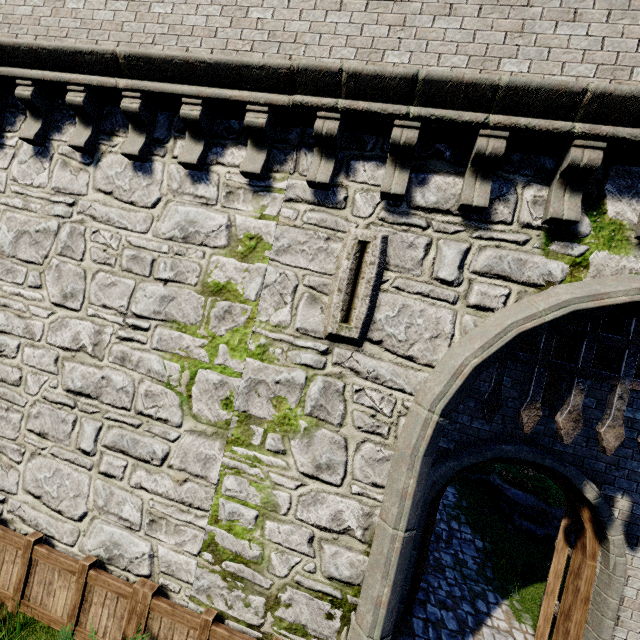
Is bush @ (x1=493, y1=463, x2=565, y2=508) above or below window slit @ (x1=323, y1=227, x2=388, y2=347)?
below

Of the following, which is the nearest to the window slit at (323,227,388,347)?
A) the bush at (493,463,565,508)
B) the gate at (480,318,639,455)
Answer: the gate at (480,318,639,455)

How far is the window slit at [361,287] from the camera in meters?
4.2 m

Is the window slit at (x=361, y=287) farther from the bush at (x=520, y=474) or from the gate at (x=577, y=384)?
the bush at (x=520, y=474)

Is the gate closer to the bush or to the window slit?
the window slit

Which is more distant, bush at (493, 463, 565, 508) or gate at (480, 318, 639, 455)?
bush at (493, 463, 565, 508)

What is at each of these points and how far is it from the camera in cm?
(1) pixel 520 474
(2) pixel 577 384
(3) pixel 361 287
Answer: (1) bush, 1187
(2) gate, 432
(3) window slit, 418
